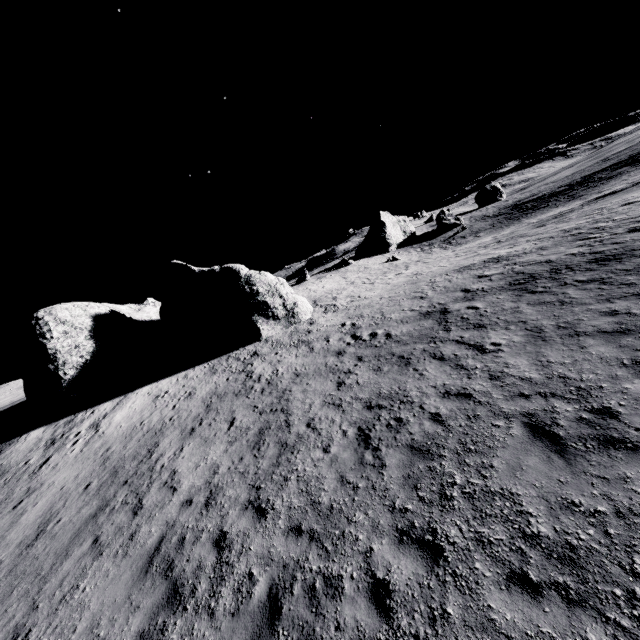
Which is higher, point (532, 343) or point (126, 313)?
point (126, 313)

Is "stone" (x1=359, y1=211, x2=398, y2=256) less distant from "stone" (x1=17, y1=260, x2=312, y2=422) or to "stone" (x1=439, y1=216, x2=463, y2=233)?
"stone" (x1=439, y1=216, x2=463, y2=233)

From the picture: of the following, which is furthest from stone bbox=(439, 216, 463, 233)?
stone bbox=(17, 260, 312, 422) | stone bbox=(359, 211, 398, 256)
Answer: stone bbox=(17, 260, 312, 422)

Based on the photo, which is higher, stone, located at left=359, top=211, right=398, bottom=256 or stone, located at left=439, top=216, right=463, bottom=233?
stone, located at left=359, top=211, right=398, bottom=256

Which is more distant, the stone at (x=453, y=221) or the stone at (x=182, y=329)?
the stone at (x=453, y=221)

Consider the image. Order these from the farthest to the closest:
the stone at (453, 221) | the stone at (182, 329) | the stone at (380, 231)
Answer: the stone at (453, 221), the stone at (380, 231), the stone at (182, 329)
